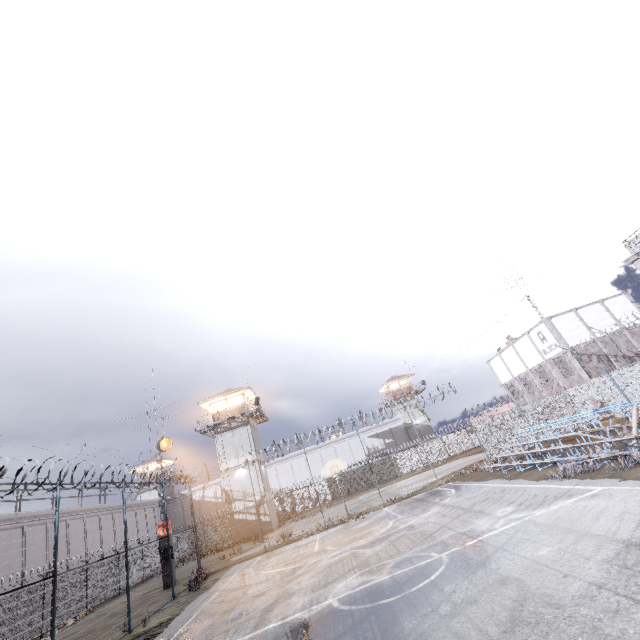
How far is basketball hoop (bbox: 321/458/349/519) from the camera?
20.62m

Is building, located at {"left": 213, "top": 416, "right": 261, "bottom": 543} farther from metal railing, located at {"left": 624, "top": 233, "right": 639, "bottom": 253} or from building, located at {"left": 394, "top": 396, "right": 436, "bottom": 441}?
metal railing, located at {"left": 624, "top": 233, "right": 639, "bottom": 253}

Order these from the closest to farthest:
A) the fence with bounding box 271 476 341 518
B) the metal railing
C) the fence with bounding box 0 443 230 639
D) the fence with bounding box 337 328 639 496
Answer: the fence with bounding box 0 443 230 639 → the metal railing → the fence with bounding box 337 328 639 496 → the fence with bounding box 271 476 341 518

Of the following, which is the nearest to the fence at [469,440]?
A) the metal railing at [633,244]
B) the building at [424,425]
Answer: the metal railing at [633,244]

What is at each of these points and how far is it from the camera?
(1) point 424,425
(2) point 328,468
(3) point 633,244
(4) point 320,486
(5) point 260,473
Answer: (1) building, 53.75m
(2) basketball hoop, 20.83m
(3) metal railing, 15.84m
(4) fence, 43.47m
(5) building, 33.94m

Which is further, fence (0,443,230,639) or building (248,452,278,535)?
building (248,452,278,535)

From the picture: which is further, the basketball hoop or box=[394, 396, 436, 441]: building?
box=[394, 396, 436, 441]: building
